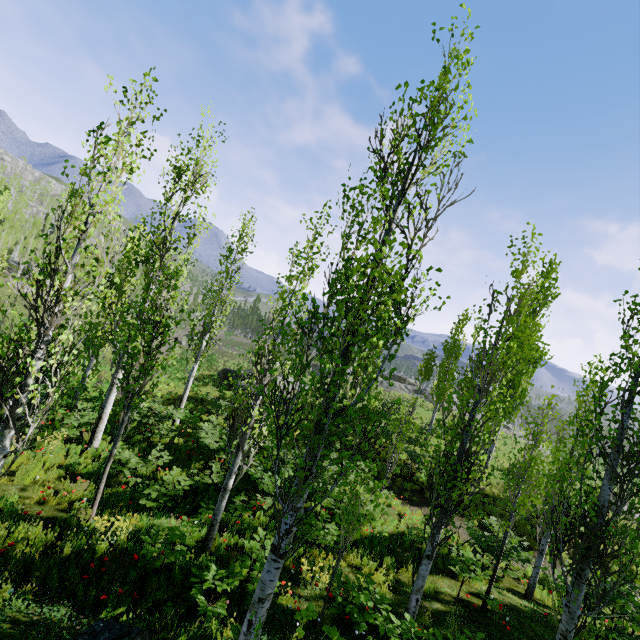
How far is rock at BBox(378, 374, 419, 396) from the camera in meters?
40.2

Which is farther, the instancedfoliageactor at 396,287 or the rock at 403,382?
the rock at 403,382

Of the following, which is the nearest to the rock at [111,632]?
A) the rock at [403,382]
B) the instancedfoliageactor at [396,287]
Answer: the instancedfoliageactor at [396,287]

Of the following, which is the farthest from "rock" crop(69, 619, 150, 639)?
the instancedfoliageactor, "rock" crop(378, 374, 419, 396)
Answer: "rock" crop(378, 374, 419, 396)

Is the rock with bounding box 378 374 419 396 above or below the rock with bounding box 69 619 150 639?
above

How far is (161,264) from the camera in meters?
10.8

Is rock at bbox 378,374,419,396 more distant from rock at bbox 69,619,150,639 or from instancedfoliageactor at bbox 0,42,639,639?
rock at bbox 69,619,150,639
